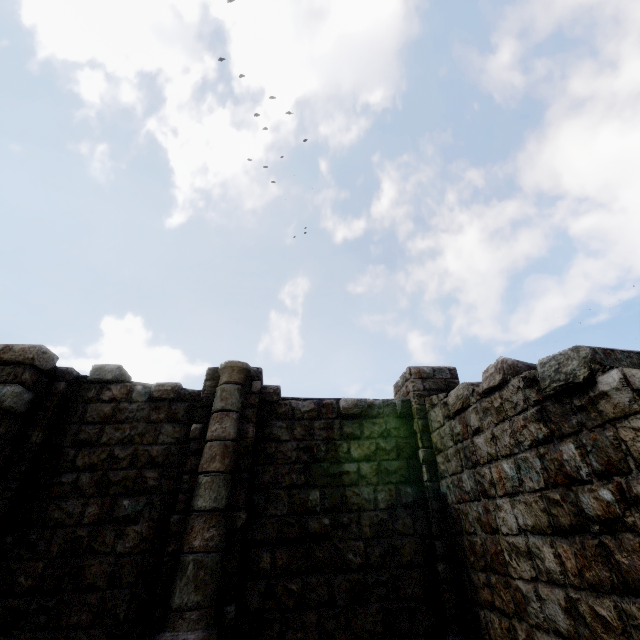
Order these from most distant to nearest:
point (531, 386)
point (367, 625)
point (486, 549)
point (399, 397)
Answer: point (399, 397)
point (367, 625)
point (486, 549)
point (531, 386)
